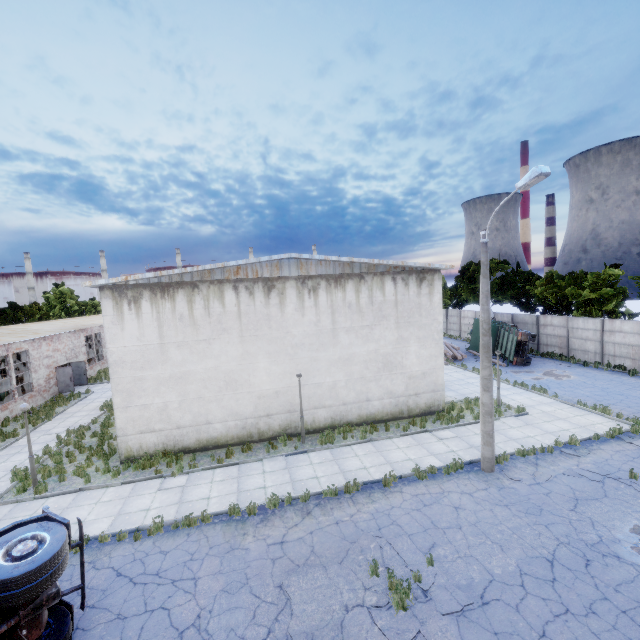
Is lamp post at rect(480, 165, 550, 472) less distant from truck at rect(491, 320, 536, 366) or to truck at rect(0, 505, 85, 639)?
truck at rect(0, 505, 85, 639)

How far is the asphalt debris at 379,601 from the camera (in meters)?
7.20

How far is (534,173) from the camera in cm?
910

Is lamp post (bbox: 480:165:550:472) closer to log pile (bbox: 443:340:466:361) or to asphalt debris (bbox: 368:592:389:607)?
asphalt debris (bbox: 368:592:389:607)

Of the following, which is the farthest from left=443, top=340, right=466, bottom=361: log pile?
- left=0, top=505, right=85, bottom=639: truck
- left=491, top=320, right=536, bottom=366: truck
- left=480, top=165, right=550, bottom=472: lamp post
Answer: left=0, top=505, right=85, bottom=639: truck

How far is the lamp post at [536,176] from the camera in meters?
9.4

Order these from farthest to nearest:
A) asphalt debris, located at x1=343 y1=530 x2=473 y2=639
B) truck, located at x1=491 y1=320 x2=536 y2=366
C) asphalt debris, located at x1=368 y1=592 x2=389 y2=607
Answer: truck, located at x1=491 y1=320 x2=536 y2=366 → asphalt debris, located at x1=368 y1=592 x2=389 y2=607 → asphalt debris, located at x1=343 y1=530 x2=473 y2=639

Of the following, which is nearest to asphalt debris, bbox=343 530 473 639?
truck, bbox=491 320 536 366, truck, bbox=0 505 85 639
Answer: truck, bbox=0 505 85 639
